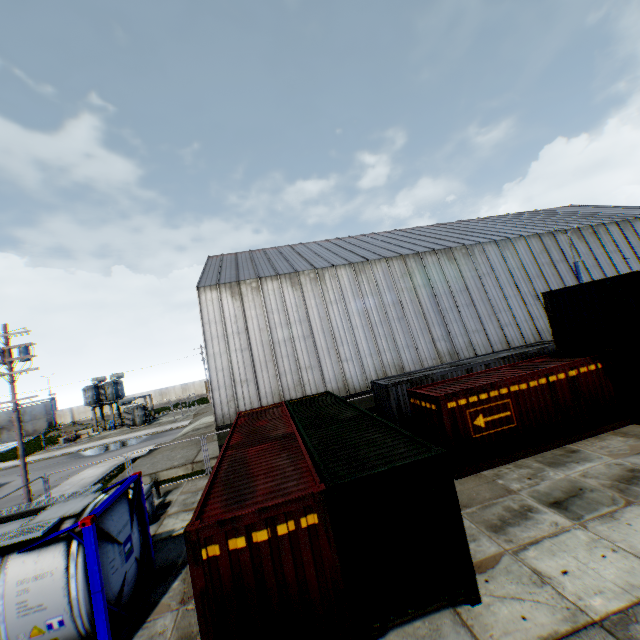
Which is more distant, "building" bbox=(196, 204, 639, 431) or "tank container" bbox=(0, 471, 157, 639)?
"building" bbox=(196, 204, 639, 431)

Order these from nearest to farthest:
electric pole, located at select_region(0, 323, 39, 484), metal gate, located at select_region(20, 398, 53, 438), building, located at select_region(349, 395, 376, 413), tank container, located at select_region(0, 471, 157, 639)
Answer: tank container, located at select_region(0, 471, 157, 639), electric pole, located at select_region(0, 323, 39, 484), building, located at select_region(349, 395, 376, 413), metal gate, located at select_region(20, 398, 53, 438)

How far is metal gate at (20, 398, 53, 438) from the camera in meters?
58.3 m

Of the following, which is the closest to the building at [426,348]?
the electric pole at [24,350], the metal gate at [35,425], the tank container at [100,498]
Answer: the electric pole at [24,350]

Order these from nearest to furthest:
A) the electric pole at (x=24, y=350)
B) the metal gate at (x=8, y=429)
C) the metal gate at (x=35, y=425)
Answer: the electric pole at (x=24, y=350), the metal gate at (x=8, y=429), the metal gate at (x=35, y=425)

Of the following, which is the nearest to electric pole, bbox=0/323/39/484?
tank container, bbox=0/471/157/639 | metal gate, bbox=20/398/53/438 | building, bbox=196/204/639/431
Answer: tank container, bbox=0/471/157/639

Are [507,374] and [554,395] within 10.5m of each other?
yes

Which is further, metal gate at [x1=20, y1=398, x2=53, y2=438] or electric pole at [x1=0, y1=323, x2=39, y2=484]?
metal gate at [x1=20, y1=398, x2=53, y2=438]
